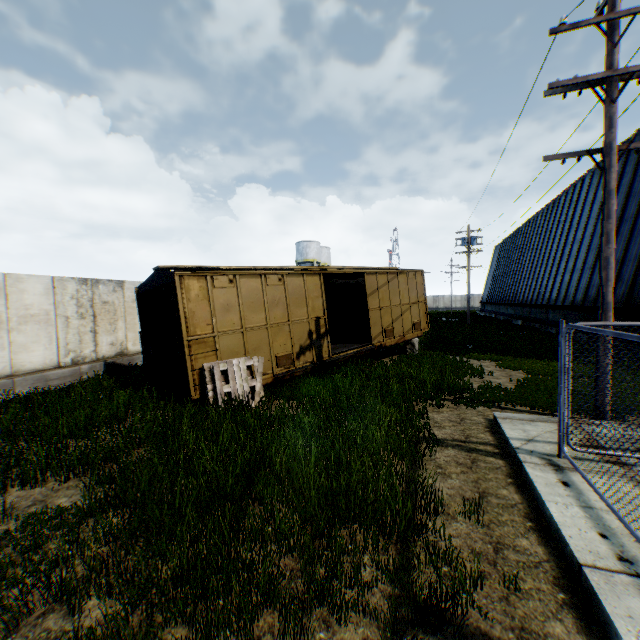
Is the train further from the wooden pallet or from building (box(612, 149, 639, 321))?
building (box(612, 149, 639, 321))

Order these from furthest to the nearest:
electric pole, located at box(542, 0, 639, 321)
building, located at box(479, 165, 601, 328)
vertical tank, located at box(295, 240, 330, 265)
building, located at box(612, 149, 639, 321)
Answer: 1. vertical tank, located at box(295, 240, 330, 265)
2. building, located at box(479, 165, 601, 328)
3. building, located at box(612, 149, 639, 321)
4. electric pole, located at box(542, 0, 639, 321)

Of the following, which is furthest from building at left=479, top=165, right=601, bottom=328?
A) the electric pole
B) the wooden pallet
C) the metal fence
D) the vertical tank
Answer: the vertical tank

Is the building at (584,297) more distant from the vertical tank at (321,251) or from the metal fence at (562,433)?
the vertical tank at (321,251)

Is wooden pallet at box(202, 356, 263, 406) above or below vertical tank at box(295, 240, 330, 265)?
below

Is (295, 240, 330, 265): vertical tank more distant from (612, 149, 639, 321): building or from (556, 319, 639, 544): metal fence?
(556, 319, 639, 544): metal fence

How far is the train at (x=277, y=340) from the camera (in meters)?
8.19

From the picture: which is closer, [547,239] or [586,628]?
[586,628]
